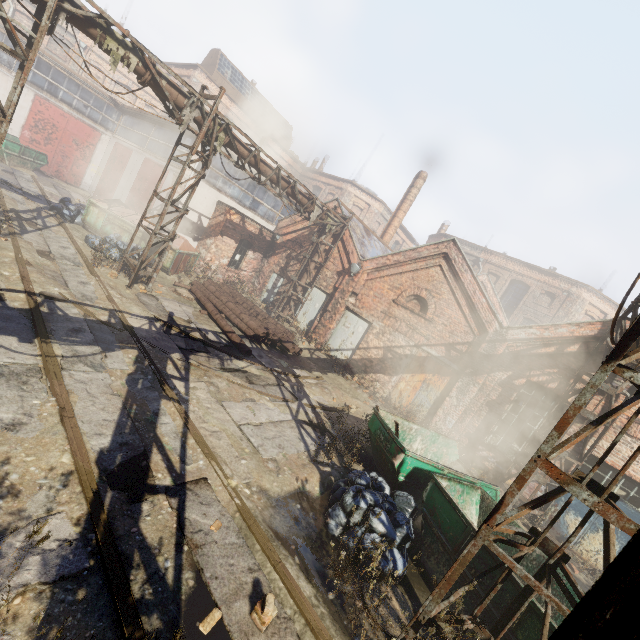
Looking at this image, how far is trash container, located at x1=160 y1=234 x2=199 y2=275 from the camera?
14.3m

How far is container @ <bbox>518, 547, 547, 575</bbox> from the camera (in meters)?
5.93

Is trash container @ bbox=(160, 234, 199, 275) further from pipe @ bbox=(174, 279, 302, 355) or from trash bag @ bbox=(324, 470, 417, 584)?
trash bag @ bbox=(324, 470, 417, 584)

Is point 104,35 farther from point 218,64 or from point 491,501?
point 218,64

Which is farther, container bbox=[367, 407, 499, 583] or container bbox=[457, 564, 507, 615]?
container bbox=[367, 407, 499, 583]

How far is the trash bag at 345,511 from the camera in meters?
5.2

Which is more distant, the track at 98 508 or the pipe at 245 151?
the pipe at 245 151

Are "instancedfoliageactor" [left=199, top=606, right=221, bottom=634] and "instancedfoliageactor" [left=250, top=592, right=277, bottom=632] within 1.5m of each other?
yes
